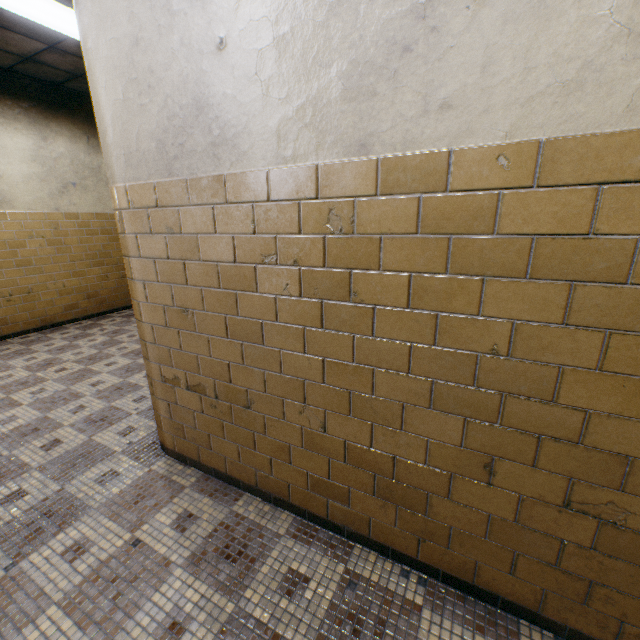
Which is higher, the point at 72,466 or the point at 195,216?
the point at 195,216
